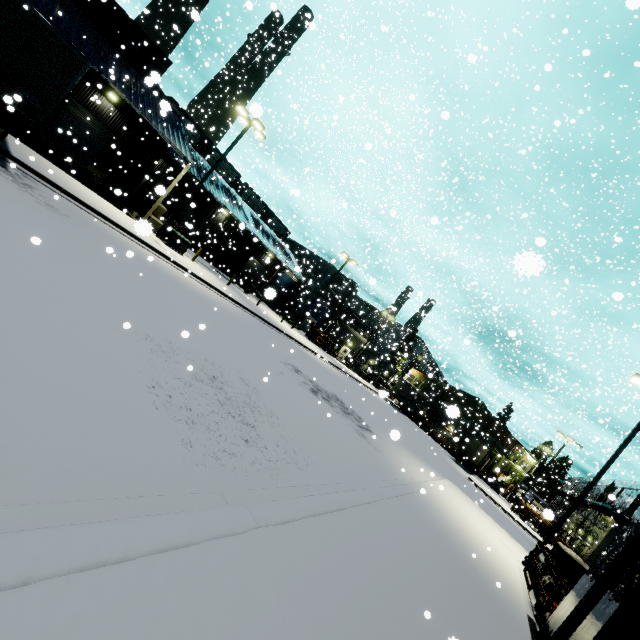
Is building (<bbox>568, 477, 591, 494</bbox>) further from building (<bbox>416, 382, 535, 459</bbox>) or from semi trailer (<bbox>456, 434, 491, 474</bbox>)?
semi trailer (<bbox>456, 434, 491, 474</bbox>)

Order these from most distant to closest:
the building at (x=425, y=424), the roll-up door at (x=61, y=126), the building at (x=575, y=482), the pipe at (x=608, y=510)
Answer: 1. the building at (x=575, y=482)
2. the building at (x=425, y=424)
3. the pipe at (x=608, y=510)
4. the roll-up door at (x=61, y=126)

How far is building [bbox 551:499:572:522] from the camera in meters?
51.2 m

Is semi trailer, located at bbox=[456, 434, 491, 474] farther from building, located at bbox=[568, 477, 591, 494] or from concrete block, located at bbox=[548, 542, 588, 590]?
building, located at bbox=[568, 477, 591, 494]

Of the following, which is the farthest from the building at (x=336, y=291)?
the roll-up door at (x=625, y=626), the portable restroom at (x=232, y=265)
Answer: the portable restroom at (x=232, y=265)

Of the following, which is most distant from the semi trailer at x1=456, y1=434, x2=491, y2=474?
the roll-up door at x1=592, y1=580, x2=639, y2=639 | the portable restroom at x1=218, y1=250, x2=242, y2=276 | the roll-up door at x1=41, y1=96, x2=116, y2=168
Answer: the portable restroom at x1=218, y1=250, x2=242, y2=276

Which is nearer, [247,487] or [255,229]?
[247,487]

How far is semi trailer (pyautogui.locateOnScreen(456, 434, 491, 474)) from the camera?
39.9m
